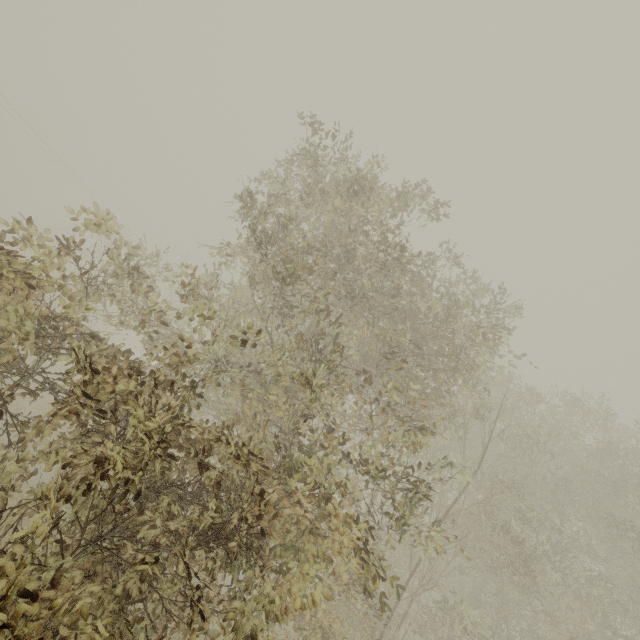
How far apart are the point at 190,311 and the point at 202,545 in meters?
2.7
